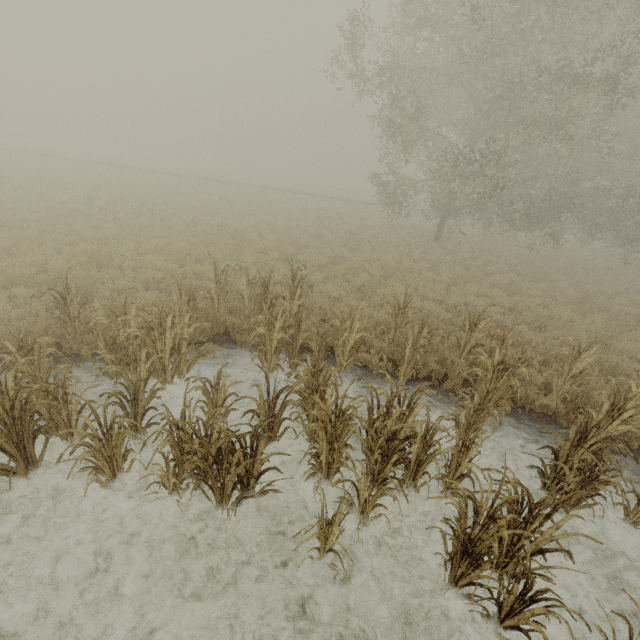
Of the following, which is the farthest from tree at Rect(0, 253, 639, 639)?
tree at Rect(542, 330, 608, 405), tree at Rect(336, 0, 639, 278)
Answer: tree at Rect(336, 0, 639, 278)

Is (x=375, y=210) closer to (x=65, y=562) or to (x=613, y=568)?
(x=613, y=568)

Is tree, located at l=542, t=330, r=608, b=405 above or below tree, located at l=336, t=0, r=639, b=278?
below

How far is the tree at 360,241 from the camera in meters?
16.1 m

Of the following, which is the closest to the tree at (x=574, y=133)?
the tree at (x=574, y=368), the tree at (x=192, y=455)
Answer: the tree at (x=574, y=368)

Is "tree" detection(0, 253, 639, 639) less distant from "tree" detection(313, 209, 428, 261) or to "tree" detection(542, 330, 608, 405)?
"tree" detection(542, 330, 608, 405)
